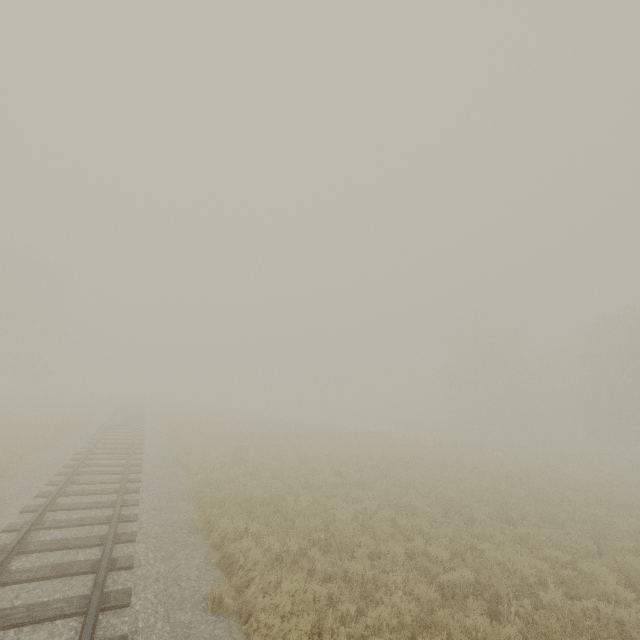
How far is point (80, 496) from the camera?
8.9 meters
